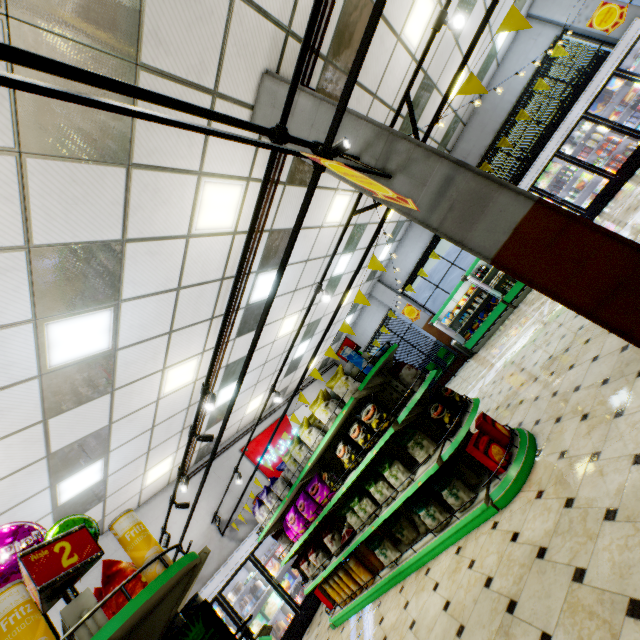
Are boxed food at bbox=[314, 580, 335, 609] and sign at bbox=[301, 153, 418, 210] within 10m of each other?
yes

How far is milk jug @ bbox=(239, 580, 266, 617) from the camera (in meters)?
7.23

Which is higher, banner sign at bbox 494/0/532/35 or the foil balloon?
the foil balloon

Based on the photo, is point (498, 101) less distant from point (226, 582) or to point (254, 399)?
point (254, 399)

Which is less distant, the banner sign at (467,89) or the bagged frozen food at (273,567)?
the banner sign at (467,89)

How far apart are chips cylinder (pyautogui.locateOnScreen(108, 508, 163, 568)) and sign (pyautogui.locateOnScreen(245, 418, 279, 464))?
9.4 meters

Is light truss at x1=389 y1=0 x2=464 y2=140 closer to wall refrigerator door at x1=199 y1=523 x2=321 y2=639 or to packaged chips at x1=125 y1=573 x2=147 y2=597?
packaged chips at x1=125 y1=573 x2=147 y2=597

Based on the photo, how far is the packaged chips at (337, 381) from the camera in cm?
436
